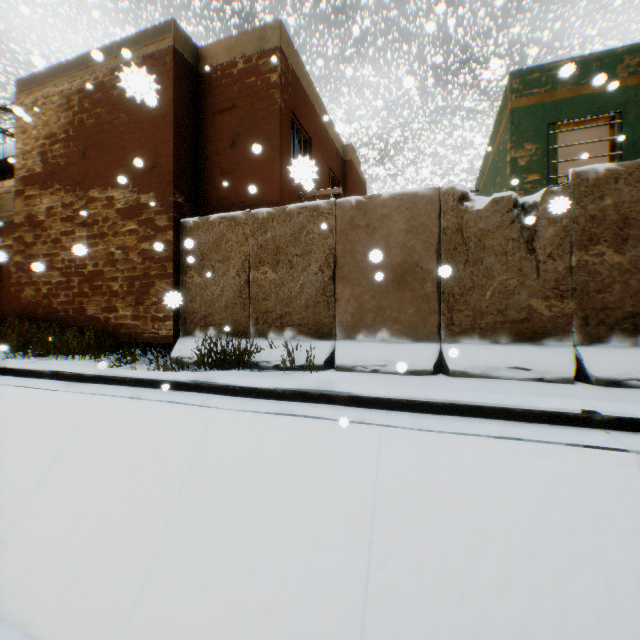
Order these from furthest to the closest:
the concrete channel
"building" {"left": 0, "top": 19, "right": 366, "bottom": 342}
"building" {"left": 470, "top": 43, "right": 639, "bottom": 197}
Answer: "building" {"left": 0, "top": 19, "right": 366, "bottom": 342} → "building" {"left": 470, "top": 43, "right": 639, "bottom": 197} → the concrete channel

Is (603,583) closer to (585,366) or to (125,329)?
(585,366)

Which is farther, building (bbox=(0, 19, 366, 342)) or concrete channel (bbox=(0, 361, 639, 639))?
building (bbox=(0, 19, 366, 342))

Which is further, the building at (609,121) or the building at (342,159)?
the building at (342,159)

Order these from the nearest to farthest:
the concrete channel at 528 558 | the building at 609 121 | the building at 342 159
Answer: the concrete channel at 528 558 < the building at 609 121 < the building at 342 159

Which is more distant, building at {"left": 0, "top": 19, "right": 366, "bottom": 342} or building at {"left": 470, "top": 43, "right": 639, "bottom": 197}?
building at {"left": 0, "top": 19, "right": 366, "bottom": 342}

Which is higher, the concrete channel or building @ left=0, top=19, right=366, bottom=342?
building @ left=0, top=19, right=366, bottom=342
